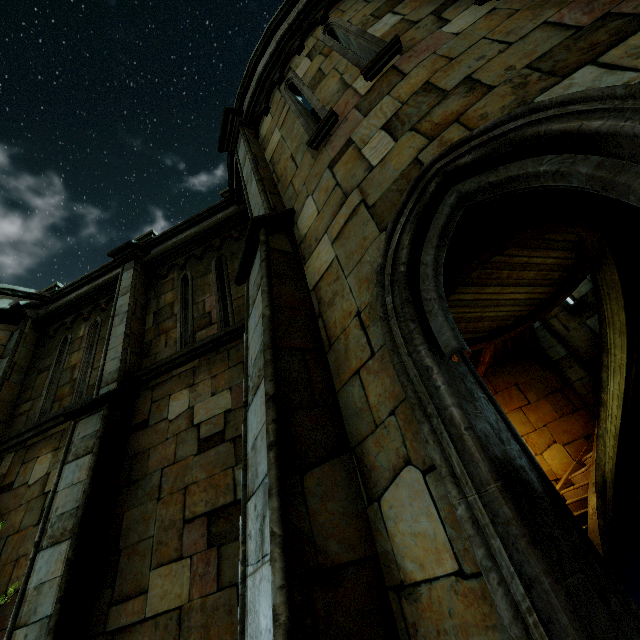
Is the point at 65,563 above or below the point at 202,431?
below
